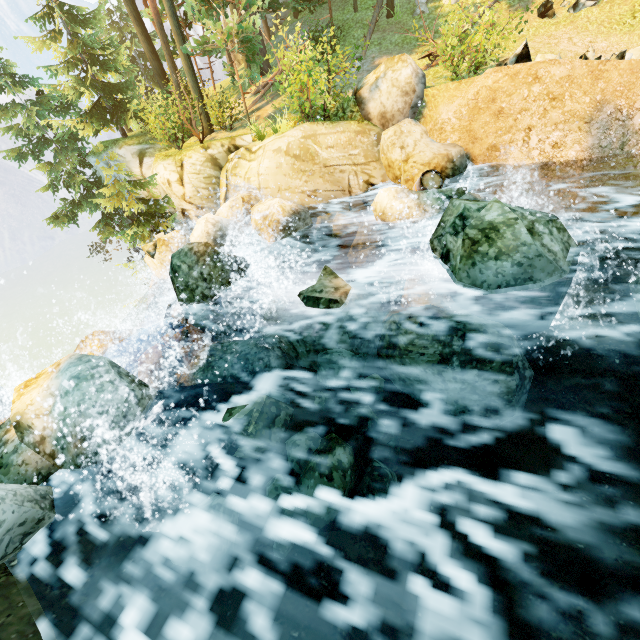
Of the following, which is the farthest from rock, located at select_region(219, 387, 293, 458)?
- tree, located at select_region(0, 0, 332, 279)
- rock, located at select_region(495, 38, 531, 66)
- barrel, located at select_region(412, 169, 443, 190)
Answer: tree, located at select_region(0, 0, 332, 279)

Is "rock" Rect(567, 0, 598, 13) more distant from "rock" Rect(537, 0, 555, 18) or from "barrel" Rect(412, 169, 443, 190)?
"barrel" Rect(412, 169, 443, 190)

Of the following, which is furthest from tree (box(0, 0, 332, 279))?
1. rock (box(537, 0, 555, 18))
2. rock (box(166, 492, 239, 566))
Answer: rock (box(166, 492, 239, 566))

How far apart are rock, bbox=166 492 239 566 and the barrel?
8.0m

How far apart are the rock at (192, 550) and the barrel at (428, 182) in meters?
8.0

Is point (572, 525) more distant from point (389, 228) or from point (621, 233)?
point (621, 233)

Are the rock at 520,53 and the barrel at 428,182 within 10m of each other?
yes

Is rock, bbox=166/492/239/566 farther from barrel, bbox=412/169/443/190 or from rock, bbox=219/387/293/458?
barrel, bbox=412/169/443/190
